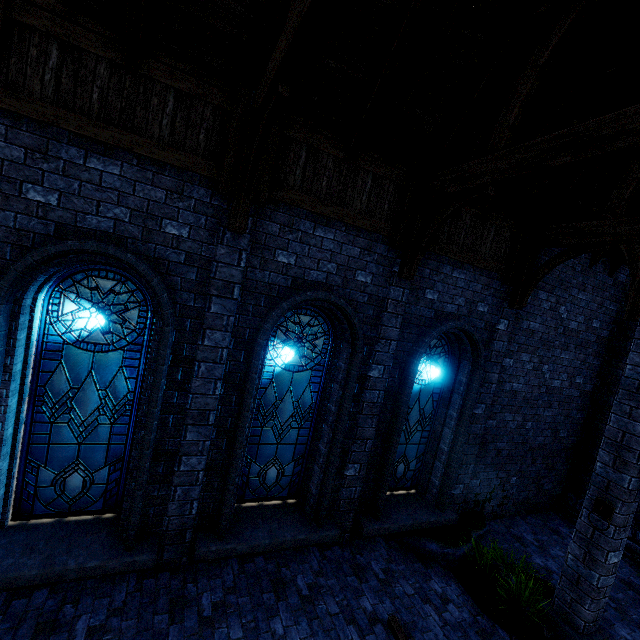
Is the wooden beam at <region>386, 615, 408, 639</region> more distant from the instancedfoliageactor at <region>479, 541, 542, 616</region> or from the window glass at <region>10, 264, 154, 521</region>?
the window glass at <region>10, 264, 154, 521</region>

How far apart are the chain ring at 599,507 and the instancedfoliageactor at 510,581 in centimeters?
163cm

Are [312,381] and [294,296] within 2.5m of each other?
yes

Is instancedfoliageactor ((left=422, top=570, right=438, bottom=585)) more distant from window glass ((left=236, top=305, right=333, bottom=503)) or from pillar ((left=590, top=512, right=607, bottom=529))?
window glass ((left=236, top=305, right=333, bottom=503))

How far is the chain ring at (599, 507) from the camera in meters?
4.8

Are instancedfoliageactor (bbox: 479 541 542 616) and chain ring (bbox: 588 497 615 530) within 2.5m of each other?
yes

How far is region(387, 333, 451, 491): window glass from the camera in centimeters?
696cm

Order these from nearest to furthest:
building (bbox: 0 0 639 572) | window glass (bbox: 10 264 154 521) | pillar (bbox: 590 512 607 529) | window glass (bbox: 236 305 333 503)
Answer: building (bbox: 0 0 639 572) → window glass (bbox: 10 264 154 521) → pillar (bbox: 590 512 607 529) → window glass (bbox: 236 305 333 503)
